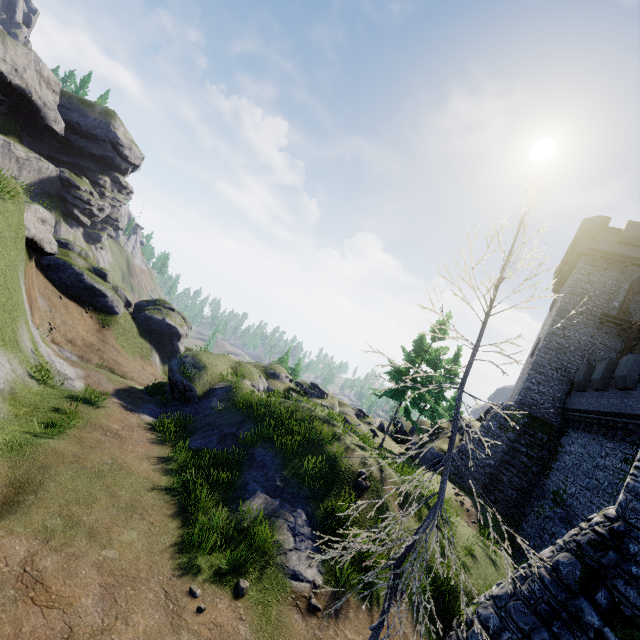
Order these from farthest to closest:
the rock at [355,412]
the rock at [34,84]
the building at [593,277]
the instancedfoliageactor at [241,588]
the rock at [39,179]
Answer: the rock at [39,179] → the rock at [34,84] → the rock at [355,412] → the building at [593,277] → the instancedfoliageactor at [241,588]

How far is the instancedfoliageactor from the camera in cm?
Result: 679

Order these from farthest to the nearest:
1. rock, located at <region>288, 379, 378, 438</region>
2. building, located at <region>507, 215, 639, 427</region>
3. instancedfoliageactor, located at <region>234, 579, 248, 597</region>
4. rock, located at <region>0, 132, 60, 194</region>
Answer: rock, located at <region>0, 132, 60, 194</region>
rock, located at <region>288, 379, 378, 438</region>
building, located at <region>507, 215, 639, 427</region>
instancedfoliageactor, located at <region>234, 579, 248, 597</region>

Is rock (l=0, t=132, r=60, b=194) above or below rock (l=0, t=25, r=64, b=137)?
below

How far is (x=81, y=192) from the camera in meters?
58.4 m

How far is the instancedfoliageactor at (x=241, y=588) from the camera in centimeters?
679cm

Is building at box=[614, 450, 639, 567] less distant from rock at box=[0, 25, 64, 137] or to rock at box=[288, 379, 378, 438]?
rock at box=[288, 379, 378, 438]

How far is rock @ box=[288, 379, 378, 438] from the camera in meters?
25.4
